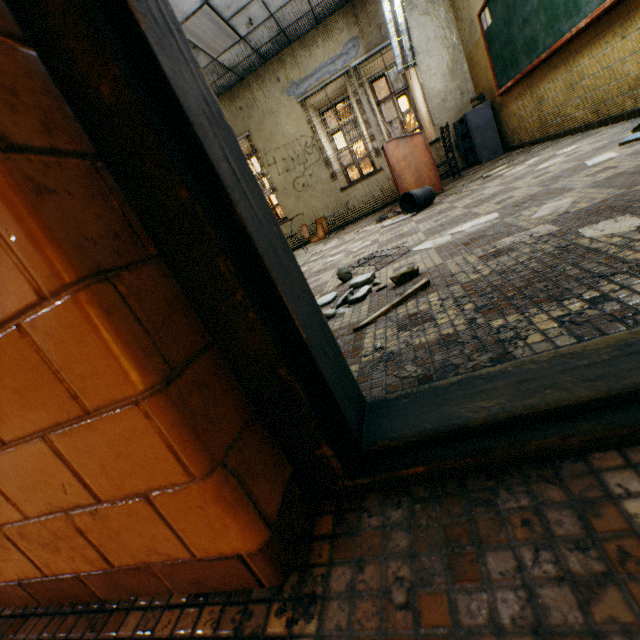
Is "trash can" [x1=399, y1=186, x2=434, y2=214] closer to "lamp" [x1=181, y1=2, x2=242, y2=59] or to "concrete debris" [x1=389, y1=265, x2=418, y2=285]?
"concrete debris" [x1=389, y1=265, x2=418, y2=285]

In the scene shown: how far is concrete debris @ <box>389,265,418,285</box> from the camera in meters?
1.6

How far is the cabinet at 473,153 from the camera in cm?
602

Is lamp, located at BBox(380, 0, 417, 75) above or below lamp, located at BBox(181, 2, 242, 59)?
below

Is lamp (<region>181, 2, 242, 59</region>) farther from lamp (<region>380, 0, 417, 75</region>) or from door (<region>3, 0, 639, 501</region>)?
door (<region>3, 0, 639, 501</region>)

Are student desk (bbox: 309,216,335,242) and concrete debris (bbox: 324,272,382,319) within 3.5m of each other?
no

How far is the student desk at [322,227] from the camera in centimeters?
672cm

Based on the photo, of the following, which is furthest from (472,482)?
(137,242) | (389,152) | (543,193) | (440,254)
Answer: (389,152)
